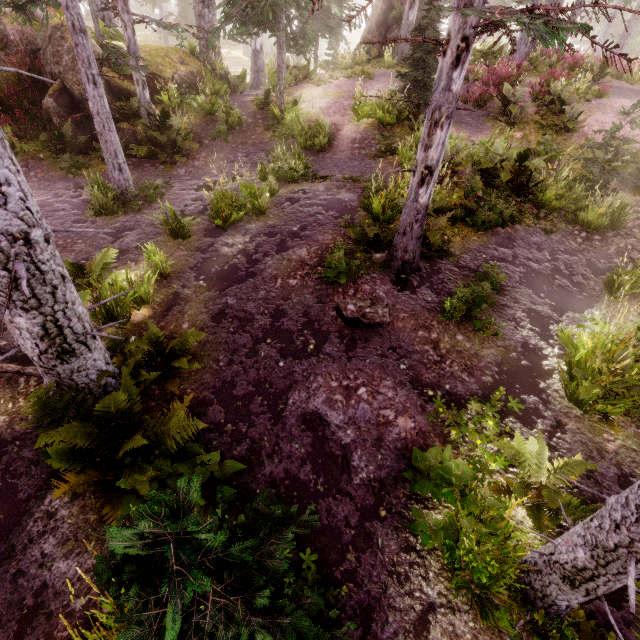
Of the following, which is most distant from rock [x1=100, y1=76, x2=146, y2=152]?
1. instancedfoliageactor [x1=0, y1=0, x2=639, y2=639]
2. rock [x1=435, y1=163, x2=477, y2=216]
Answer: rock [x1=435, y1=163, x2=477, y2=216]

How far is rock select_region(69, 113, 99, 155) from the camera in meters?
11.1 m

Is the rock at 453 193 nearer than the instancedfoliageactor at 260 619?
No

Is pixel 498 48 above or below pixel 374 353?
above

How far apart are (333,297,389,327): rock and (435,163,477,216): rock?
3.4 meters

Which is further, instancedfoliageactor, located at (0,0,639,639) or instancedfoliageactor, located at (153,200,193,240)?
instancedfoliageactor, located at (153,200,193,240)

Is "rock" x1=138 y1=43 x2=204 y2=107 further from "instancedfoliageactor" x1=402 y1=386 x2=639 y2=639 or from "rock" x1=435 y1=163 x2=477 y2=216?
"rock" x1=435 y1=163 x2=477 y2=216
